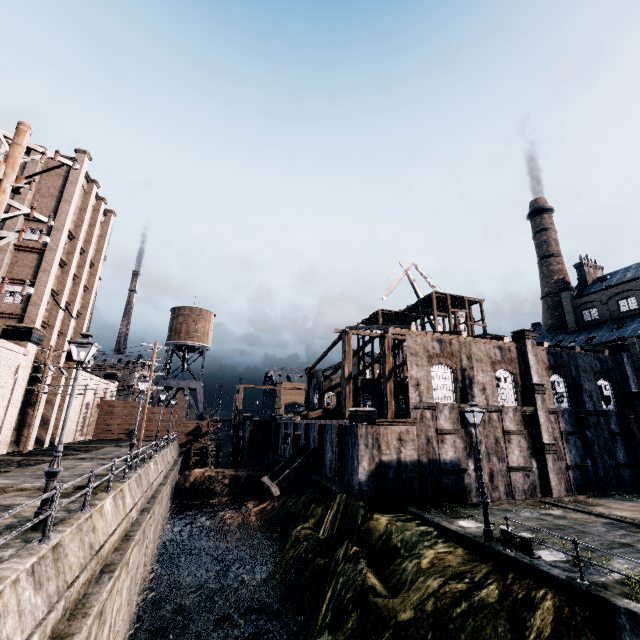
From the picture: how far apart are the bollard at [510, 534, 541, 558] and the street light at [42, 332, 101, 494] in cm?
1695

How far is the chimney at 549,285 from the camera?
52.3 meters

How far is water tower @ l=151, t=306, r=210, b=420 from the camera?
53.8 meters

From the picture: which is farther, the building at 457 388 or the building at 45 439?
the building at 45 439

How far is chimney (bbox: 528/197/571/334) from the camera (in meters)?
52.31

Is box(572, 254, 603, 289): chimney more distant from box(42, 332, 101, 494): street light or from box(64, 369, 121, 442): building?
box(64, 369, 121, 442): building

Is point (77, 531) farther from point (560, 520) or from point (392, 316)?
point (392, 316)

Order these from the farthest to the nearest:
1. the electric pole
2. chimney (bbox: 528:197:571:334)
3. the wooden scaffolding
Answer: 1. chimney (bbox: 528:197:571:334)
2. the wooden scaffolding
3. the electric pole
